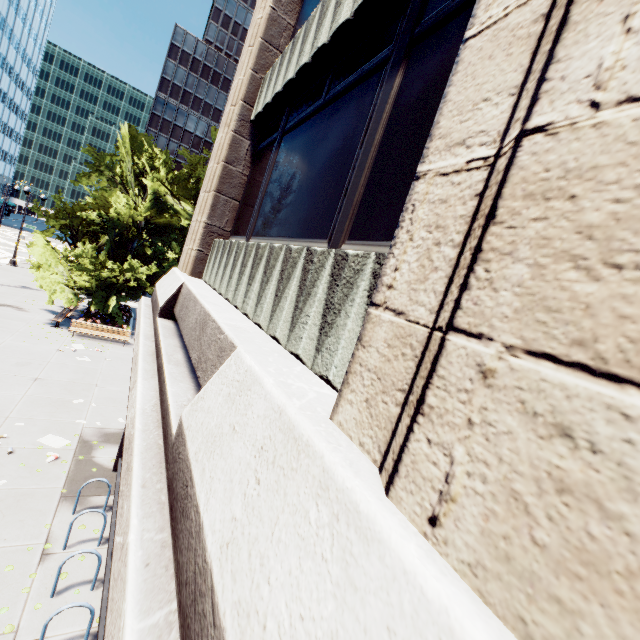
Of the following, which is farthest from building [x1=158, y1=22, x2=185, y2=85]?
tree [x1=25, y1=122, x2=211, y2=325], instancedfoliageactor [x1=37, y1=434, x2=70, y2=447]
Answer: instancedfoliageactor [x1=37, y1=434, x2=70, y2=447]

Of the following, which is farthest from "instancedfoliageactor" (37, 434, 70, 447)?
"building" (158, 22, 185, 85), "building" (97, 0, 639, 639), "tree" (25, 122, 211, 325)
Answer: "building" (158, 22, 185, 85)

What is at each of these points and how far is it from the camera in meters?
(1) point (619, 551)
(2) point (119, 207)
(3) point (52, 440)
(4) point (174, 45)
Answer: (1) building, 0.7 m
(2) tree, 19.4 m
(3) instancedfoliageactor, 9.7 m
(4) building, 59.8 m

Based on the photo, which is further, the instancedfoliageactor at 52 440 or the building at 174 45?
the building at 174 45

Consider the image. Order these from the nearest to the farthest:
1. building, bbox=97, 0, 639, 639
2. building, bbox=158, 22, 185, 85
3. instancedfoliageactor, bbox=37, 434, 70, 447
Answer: building, bbox=97, 0, 639, 639, instancedfoliageactor, bbox=37, 434, 70, 447, building, bbox=158, 22, 185, 85

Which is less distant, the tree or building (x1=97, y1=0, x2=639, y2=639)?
building (x1=97, y1=0, x2=639, y2=639)

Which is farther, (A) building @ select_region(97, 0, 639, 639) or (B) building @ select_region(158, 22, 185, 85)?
(B) building @ select_region(158, 22, 185, 85)

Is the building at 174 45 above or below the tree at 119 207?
above
